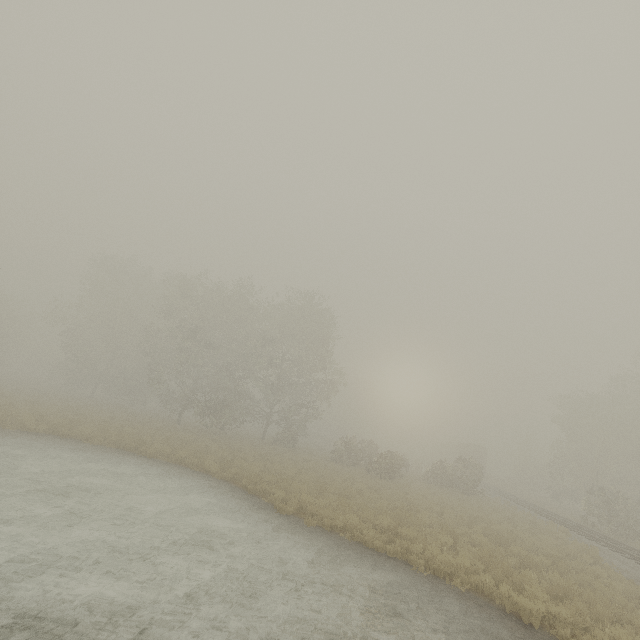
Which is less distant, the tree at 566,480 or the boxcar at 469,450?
the tree at 566,480

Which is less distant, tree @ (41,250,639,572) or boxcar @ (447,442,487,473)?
tree @ (41,250,639,572)

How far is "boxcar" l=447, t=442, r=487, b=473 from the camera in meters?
47.8

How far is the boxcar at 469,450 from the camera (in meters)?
47.78

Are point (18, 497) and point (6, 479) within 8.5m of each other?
A: yes
